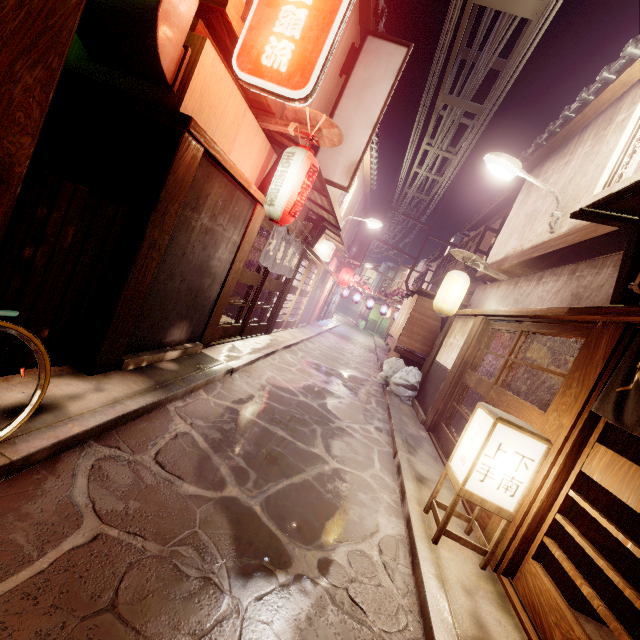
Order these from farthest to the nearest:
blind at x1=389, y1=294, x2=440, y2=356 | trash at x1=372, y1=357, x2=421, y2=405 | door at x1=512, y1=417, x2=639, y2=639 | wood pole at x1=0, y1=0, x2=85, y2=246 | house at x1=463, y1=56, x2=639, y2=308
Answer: blind at x1=389, y1=294, x2=440, y2=356 → trash at x1=372, y1=357, x2=421, y2=405 → house at x1=463, y1=56, x2=639, y2=308 → door at x1=512, y1=417, x2=639, y2=639 → wood pole at x1=0, y1=0, x2=85, y2=246

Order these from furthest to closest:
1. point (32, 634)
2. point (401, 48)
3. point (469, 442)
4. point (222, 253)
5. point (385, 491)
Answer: point (401, 48), point (222, 253), point (385, 491), point (469, 442), point (32, 634)

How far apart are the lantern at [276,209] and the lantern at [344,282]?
22.64m

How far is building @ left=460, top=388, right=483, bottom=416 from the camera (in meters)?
13.02

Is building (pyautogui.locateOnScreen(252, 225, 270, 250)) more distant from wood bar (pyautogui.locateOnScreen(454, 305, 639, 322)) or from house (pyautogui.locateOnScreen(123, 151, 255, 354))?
wood bar (pyautogui.locateOnScreen(454, 305, 639, 322))

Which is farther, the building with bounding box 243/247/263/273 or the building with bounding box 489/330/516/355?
the building with bounding box 243/247/263/273

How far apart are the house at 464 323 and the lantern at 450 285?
0.9m

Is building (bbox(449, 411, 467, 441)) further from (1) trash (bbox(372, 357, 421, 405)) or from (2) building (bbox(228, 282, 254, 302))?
(2) building (bbox(228, 282, 254, 302))
